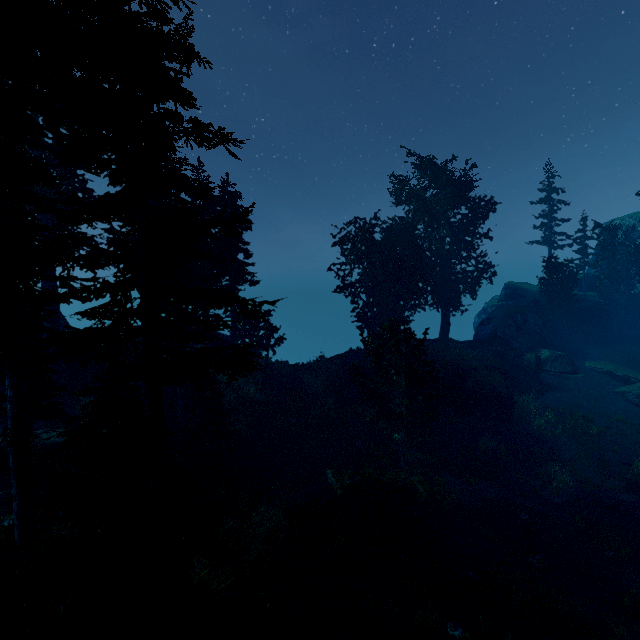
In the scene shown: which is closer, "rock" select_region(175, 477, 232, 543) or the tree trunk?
"rock" select_region(175, 477, 232, 543)

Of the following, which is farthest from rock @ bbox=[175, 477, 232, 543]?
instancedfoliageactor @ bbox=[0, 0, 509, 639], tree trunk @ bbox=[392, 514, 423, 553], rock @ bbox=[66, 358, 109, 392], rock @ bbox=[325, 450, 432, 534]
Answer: rock @ bbox=[66, 358, 109, 392]

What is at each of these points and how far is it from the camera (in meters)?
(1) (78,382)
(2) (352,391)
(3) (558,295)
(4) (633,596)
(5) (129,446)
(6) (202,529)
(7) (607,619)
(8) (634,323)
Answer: (1) rock, 22.44
(2) rock, 27.70
(3) instancedfoliageactor, 34.06
(4) instancedfoliageactor, 13.36
(5) instancedfoliageactor, 6.03
(6) rock, 12.93
(7) instancedfoliageactor, 12.30
(8) rock, 37.25

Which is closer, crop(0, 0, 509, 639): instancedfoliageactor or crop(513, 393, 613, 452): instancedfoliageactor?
crop(0, 0, 509, 639): instancedfoliageactor

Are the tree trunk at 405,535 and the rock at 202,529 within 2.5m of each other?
no

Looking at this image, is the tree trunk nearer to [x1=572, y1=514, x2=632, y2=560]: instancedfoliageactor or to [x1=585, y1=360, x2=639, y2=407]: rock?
[x1=572, y1=514, x2=632, y2=560]: instancedfoliageactor

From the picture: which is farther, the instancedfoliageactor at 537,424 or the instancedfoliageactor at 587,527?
the instancedfoliageactor at 537,424

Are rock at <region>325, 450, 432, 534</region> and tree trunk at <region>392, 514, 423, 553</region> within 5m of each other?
yes
